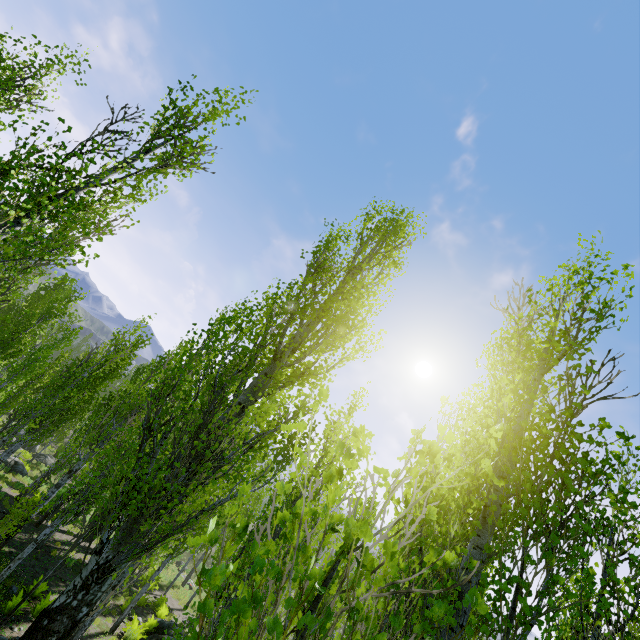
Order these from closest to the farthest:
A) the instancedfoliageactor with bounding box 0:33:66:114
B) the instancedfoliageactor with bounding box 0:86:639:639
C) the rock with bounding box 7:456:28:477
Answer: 1. the instancedfoliageactor with bounding box 0:86:639:639
2. the instancedfoliageactor with bounding box 0:33:66:114
3. the rock with bounding box 7:456:28:477

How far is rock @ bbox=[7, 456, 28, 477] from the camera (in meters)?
24.25

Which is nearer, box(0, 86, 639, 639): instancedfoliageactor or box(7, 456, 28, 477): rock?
box(0, 86, 639, 639): instancedfoliageactor

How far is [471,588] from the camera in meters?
1.4

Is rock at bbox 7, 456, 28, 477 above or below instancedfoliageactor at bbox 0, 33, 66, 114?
below

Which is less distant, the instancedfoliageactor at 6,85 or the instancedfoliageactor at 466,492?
the instancedfoliageactor at 466,492

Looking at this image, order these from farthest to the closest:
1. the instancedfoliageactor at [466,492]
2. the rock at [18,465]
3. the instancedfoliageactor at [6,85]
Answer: the rock at [18,465] → the instancedfoliageactor at [6,85] → the instancedfoliageactor at [466,492]
